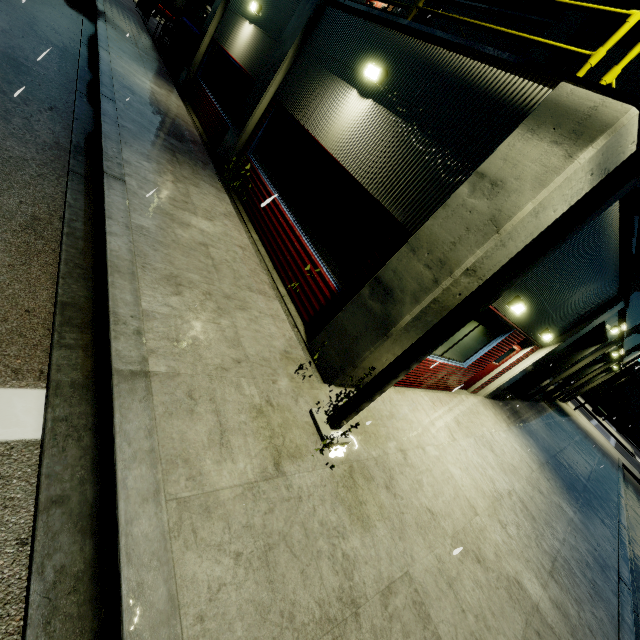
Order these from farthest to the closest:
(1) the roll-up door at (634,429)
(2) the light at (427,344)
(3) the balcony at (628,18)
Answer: (1) the roll-up door at (634,429), (3) the balcony at (628,18), (2) the light at (427,344)

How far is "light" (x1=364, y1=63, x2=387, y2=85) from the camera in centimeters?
607cm

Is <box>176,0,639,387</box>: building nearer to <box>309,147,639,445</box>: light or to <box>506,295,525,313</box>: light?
<box>506,295,525,313</box>: light

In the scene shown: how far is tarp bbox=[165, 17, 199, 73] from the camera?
15.1m

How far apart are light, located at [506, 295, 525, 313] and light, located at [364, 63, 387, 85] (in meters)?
4.86

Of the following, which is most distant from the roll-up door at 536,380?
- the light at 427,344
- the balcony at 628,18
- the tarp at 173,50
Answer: the tarp at 173,50

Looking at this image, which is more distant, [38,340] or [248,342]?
[248,342]

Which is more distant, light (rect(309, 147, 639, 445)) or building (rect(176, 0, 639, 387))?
building (rect(176, 0, 639, 387))
